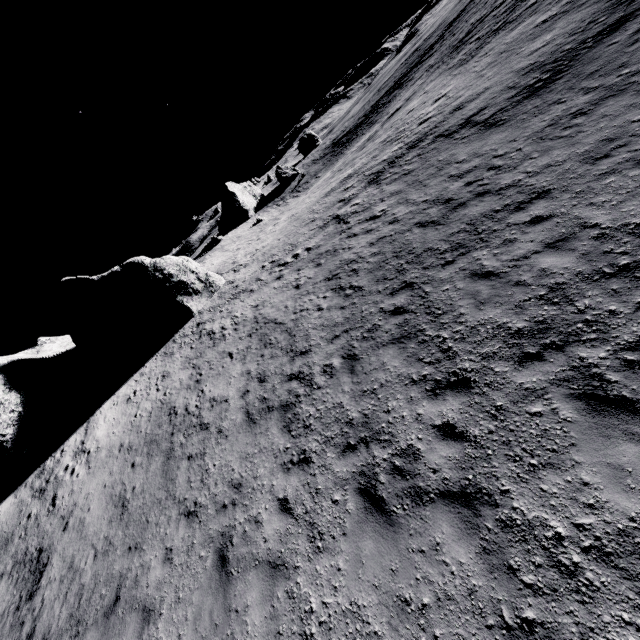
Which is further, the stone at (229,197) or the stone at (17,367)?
the stone at (229,197)

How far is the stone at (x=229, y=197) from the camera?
58.84m

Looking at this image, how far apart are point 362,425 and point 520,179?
8.51m

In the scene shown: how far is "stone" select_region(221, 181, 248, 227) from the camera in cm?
5884

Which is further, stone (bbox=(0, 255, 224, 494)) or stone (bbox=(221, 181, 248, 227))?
stone (bbox=(221, 181, 248, 227))
